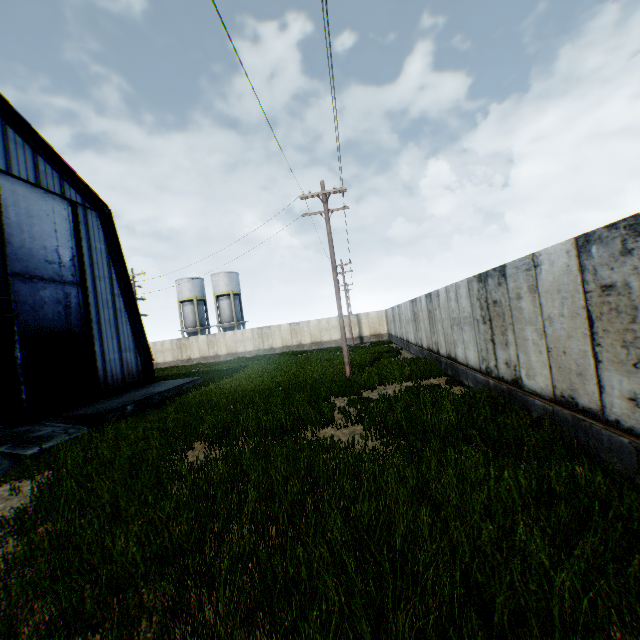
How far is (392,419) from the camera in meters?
8.4

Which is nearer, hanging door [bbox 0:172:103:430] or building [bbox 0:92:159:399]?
hanging door [bbox 0:172:103:430]

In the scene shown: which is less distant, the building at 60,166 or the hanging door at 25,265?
the hanging door at 25,265
